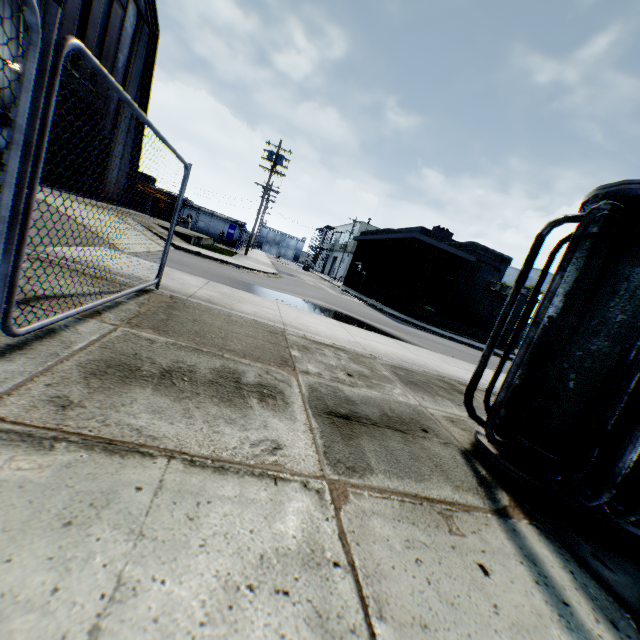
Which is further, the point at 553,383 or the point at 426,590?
the point at 553,383

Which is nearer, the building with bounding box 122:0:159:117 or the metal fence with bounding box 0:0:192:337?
the metal fence with bounding box 0:0:192:337

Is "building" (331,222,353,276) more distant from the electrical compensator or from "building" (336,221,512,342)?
the electrical compensator

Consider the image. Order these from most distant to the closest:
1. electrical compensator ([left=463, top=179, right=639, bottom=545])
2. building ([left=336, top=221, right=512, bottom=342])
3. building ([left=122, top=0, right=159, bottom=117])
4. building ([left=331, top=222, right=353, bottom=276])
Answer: building ([left=331, top=222, right=353, bottom=276]), building ([left=336, top=221, right=512, bottom=342]), building ([left=122, top=0, right=159, bottom=117]), electrical compensator ([left=463, top=179, right=639, bottom=545])

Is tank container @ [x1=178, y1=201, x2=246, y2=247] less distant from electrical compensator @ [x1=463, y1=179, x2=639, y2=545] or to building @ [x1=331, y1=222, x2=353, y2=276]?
building @ [x1=331, y1=222, x2=353, y2=276]

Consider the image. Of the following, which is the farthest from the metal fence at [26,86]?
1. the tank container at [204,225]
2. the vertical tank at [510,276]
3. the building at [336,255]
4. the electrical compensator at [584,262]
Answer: the tank container at [204,225]

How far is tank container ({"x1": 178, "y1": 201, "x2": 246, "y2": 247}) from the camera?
33.69m

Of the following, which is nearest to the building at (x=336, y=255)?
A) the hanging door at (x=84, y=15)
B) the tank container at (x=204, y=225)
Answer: the tank container at (x=204, y=225)
